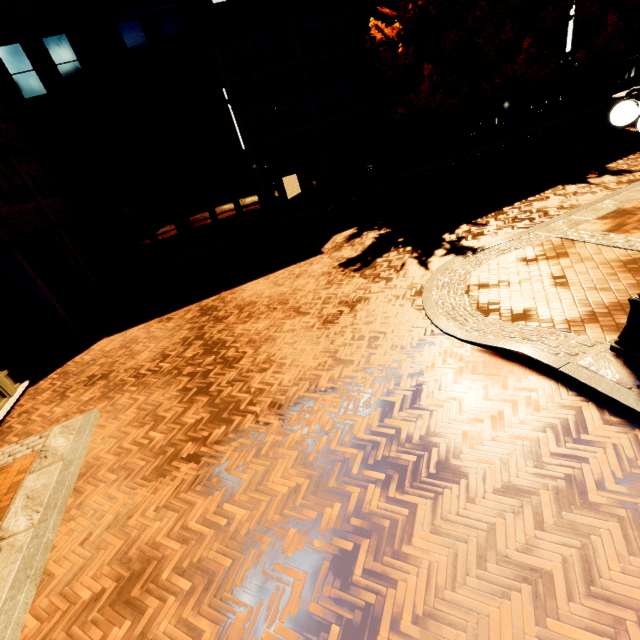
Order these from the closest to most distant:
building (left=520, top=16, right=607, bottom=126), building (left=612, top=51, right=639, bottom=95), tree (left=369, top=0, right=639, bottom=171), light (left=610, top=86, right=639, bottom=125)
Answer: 1. light (left=610, top=86, right=639, bottom=125)
2. tree (left=369, top=0, right=639, bottom=171)
3. building (left=520, top=16, right=607, bottom=126)
4. building (left=612, top=51, right=639, bottom=95)

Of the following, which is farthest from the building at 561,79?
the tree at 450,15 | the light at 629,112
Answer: the light at 629,112

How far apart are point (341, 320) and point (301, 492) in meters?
4.1

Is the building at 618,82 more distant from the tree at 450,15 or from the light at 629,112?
the light at 629,112

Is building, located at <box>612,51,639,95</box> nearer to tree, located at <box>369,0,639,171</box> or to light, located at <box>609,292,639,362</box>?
tree, located at <box>369,0,639,171</box>

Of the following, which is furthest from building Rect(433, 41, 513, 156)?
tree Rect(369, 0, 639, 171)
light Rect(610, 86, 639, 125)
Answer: light Rect(610, 86, 639, 125)

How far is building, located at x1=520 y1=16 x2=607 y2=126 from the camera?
23.6 meters
